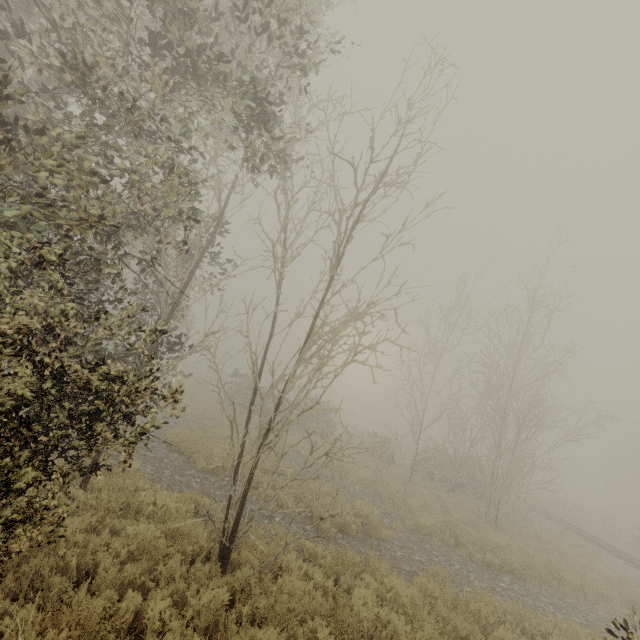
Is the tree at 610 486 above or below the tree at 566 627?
above

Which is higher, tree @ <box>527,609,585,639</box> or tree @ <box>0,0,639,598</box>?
tree @ <box>0,0,639,598</box>

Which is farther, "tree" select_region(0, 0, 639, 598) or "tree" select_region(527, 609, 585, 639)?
"tree" select_region(527, 609, 585, 639)

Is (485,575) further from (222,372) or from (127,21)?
(127,21)

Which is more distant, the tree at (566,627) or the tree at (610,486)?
the tree at (566,627)
